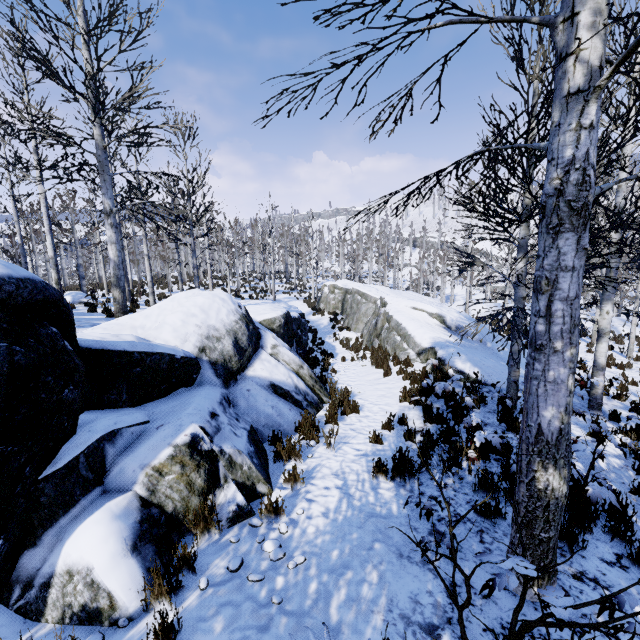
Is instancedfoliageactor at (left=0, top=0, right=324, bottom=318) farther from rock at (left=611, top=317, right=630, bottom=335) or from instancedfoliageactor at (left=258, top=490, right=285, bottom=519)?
instancedfoliageactor at (left=258, top=490, right=285, bottom=519)

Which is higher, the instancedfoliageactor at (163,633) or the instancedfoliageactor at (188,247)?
the instancedfoliageactor at (188,247)

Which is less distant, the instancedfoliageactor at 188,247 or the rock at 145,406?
the rock at 145,406

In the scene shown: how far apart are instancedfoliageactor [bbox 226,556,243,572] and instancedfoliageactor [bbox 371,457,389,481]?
2.12m

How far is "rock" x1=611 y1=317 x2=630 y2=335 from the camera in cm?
2254

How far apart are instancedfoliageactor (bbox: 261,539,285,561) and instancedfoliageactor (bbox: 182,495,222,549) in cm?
48

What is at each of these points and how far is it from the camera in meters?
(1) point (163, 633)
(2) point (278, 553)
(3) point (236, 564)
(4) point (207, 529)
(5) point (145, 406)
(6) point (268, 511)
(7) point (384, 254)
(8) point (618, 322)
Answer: (1) instancedfoliageactor, 2.2
(2) instancedfoliageactor, 3.1
(3) instancedfoliageactor, 2.9
(4) instancedfoliageactor, 3.3
(5) rock, 4.6
(6) instancedfoliageactor, 3.6
(7) instancedfoliageactor, 55.2
(8) rock, 23.8

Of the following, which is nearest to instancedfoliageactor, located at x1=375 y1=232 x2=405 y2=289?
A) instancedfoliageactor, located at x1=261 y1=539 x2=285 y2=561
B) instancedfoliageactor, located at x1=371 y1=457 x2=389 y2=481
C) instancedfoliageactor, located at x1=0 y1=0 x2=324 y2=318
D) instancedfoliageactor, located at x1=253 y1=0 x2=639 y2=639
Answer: instancedfoliageactor, located at x1=0 y1=0 x2=324 y2=318
